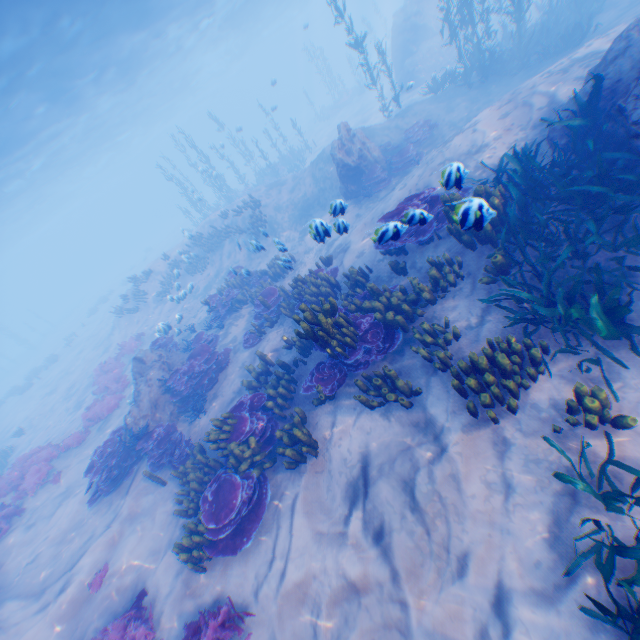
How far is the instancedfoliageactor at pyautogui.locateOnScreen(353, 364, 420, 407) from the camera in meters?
6.0

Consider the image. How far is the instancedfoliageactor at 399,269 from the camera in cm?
770

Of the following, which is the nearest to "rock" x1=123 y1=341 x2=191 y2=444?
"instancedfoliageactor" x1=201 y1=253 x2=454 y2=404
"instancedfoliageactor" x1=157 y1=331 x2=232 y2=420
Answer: "instancedfoliageactor" x1=157 y1=331 x2=232 y2=420

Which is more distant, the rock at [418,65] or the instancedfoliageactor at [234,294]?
the rock at [418,65]

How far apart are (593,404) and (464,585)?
2.86m

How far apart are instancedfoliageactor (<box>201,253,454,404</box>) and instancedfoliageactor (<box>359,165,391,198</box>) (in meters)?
7.55

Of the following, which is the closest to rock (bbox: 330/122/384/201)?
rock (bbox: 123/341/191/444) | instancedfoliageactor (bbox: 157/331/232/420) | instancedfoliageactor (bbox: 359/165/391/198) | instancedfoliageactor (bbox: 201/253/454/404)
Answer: instancedfoliageactor (bbox: 359/165/391/198)

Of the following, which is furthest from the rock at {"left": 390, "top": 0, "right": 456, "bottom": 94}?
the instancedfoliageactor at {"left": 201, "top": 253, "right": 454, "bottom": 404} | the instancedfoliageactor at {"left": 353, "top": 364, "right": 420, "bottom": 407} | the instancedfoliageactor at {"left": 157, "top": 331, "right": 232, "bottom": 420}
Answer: the instancedfoliageactor at {"left": 157, "top": 331, "right": 232, "bottom": 420}
